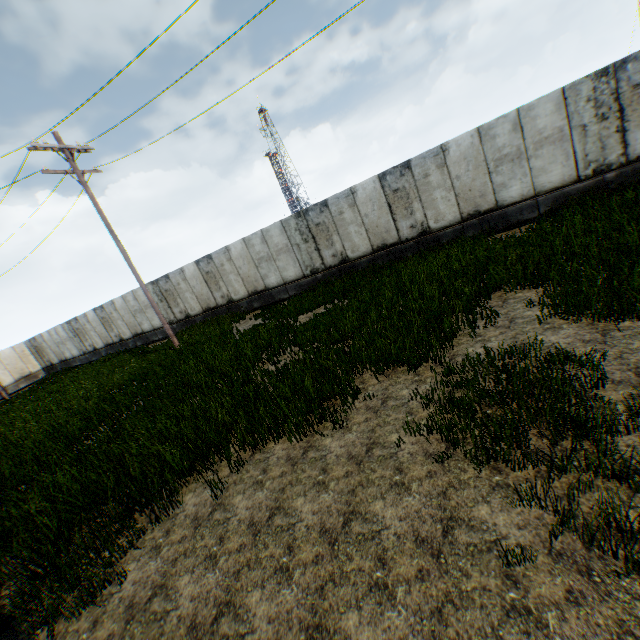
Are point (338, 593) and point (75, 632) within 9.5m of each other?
yes
